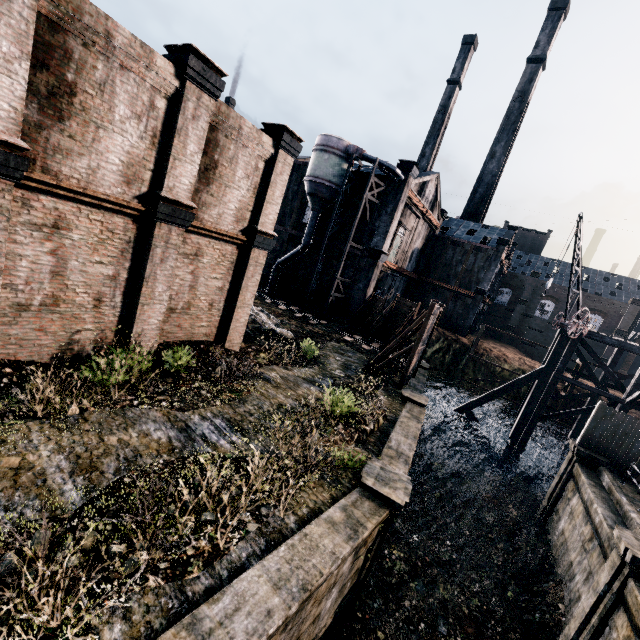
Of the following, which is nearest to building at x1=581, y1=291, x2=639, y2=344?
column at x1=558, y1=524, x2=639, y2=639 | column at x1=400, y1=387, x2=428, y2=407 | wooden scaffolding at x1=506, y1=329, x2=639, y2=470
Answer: wooden scaffolding at x1=506, y1=329, x2=639, y2=470

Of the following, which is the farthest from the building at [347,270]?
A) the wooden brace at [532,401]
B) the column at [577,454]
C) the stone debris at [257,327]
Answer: the column at [577,454]

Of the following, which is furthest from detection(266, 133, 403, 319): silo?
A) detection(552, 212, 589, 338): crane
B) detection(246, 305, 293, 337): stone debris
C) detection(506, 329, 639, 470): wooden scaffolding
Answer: detection(506, 329, 639, 470): wooden scaffolding

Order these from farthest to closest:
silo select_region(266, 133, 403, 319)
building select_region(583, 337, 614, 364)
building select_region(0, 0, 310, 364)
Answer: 1. building select_region(583, 337, 614, 364)
2. silo select_region(266, 133, 403, 319)
3. building select_region(0, 0, 310, 364)

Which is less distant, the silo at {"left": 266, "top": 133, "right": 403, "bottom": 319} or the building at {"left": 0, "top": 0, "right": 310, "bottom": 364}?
the building at {"left": 0, "top": 0, "right": 310, "bottom": 364}

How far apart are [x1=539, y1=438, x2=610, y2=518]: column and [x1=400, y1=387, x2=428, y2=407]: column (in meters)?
8.23

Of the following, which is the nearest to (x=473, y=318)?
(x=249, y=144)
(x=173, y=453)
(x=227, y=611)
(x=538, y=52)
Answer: (x=249, y=144)

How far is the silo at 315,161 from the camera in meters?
30.3 m
